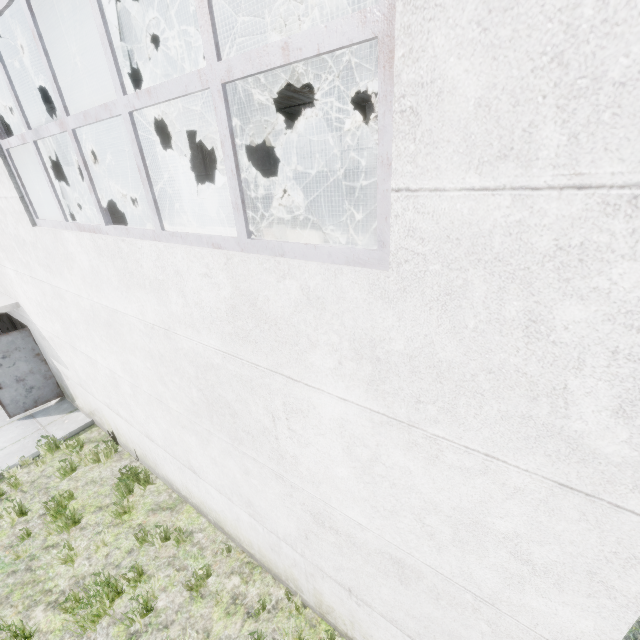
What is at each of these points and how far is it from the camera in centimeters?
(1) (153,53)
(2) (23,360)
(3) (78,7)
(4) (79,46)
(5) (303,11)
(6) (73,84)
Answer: (1) roof support, 832cm
(2) door, 813cm
(3) roof support, 554cm
(4) roof support, 711cm
(5) roof support, 698cm
(6) roof support, 1019cm

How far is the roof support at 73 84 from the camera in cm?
1009

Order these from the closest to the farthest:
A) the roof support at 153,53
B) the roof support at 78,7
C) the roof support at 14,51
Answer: the roof support at 78,7 < the roof support at 14,51 < the roof support at 153,53

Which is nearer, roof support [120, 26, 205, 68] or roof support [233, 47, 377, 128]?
roof support [233, 47, 377, 128]

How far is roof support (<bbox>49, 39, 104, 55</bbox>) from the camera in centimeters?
679cm
